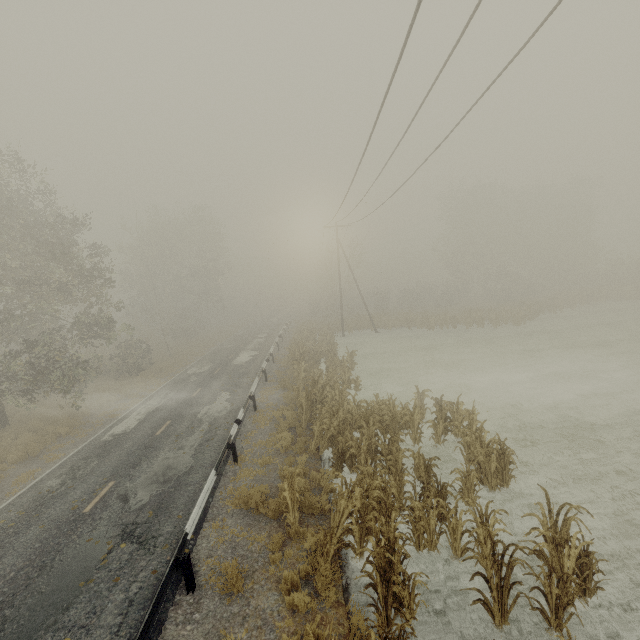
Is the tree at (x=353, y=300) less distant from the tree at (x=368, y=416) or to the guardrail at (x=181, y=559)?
the guardrail at (x=181, y=559)

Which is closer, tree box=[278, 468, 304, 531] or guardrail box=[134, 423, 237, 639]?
guardrail box=[134, 423, 237, 639]

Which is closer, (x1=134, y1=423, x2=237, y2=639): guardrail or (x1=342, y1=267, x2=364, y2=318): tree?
(x1=134, y1=423, x2=237, y2=639): guardrail

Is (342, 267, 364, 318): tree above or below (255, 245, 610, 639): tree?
above

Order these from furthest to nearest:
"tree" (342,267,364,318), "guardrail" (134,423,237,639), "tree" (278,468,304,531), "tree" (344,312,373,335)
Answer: "tree" (342,267,364,318)
"tree" (344,312,373,335)
"tree" (278,468,304,531)
"guardrail" (134,423,237,639)

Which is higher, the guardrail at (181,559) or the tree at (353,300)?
the tree at (353,300)

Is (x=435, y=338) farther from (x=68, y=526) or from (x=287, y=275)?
(x=68, y=526)

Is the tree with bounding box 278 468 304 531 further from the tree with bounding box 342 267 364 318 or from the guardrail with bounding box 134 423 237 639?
the tree with bounding box 342 267 364 318
